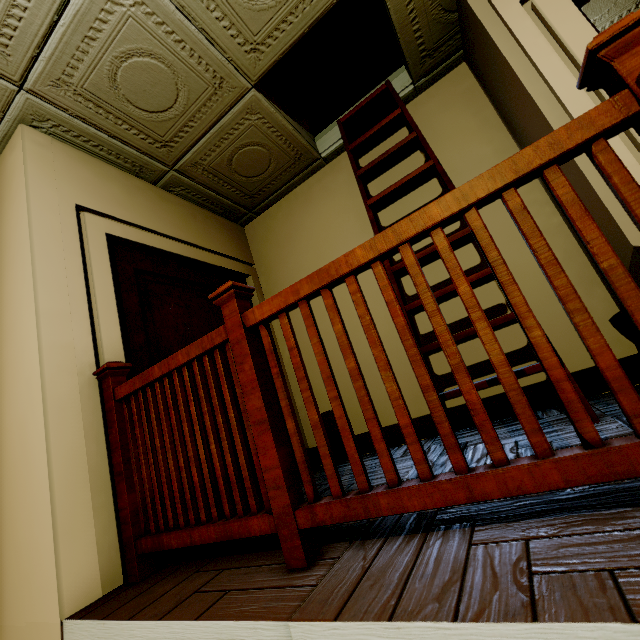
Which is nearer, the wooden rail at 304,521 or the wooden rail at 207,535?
the wooden rail at 304,521

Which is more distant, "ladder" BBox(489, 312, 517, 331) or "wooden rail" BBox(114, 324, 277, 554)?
"ladder" BBox(489, 312, 517, 331)

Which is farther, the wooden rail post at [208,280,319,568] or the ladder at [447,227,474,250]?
the ladder at [447,227,474,250]

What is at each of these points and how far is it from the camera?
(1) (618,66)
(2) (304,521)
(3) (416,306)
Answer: →
(1) wooden rail post, 0.8m
(2) wooden rail, 1.1m
(3) ladder, 2.1m

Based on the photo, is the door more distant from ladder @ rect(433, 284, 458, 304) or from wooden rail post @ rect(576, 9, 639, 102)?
wooden rail post @ rect(576, 9, 639, 102)

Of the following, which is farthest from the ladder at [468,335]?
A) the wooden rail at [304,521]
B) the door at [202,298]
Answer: the door at [202,298]

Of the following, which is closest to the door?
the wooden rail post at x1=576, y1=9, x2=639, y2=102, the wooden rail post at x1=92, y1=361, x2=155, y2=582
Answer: the wooden rail post at x1=92, y1=361, x2=155, y2=582

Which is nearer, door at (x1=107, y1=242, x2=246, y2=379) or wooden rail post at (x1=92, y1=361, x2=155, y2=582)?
wooden rail post at (x1=92, y1=361, x2=155, y2=582)
